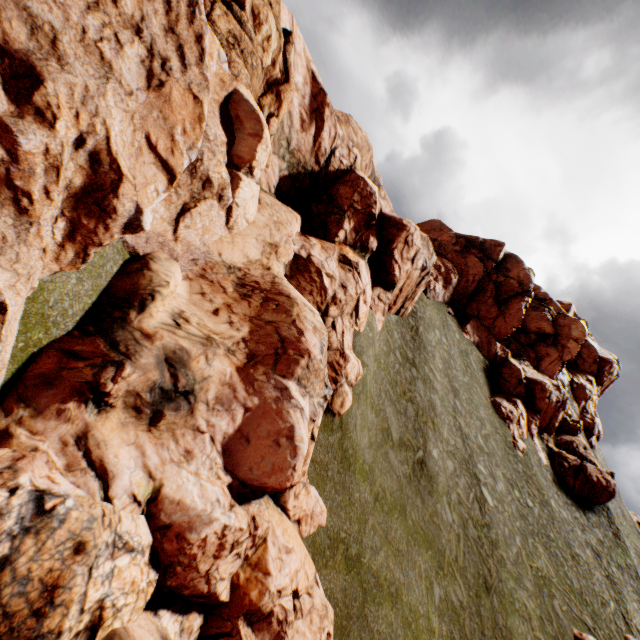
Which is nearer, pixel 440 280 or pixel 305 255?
pixel 305 255
